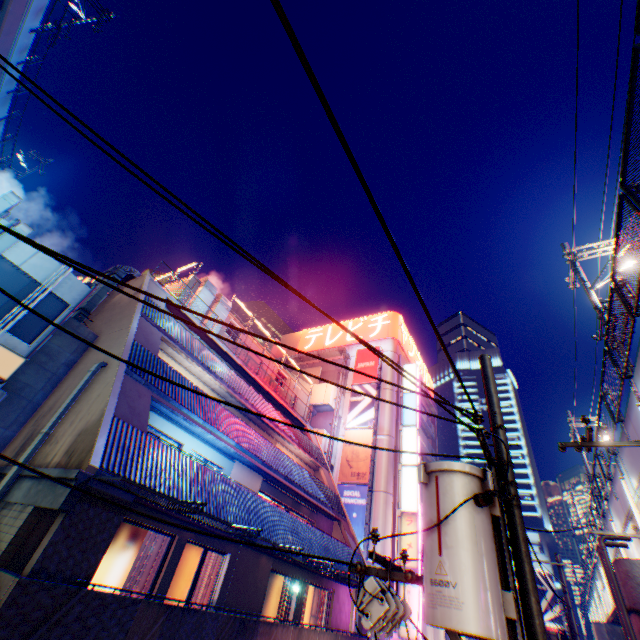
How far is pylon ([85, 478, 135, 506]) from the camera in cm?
730

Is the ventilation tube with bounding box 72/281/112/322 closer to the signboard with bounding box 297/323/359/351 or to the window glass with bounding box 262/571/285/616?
the window glass with bounding box 262/571/285/616

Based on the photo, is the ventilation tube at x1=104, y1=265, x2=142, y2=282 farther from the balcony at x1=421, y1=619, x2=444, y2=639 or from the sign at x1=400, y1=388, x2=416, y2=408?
the balcony at x1=421, y1=619, x2=444, y2=639

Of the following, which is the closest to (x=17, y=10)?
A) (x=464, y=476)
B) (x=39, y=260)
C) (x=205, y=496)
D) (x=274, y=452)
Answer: (x=39, y=260)

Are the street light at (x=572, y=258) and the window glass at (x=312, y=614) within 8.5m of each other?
no

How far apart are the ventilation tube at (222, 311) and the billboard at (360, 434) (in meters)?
16.38

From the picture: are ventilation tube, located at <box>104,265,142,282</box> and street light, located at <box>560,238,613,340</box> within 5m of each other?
no

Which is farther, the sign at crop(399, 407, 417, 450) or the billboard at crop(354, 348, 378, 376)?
the billboard at crop(354, 348, 378, 376)
